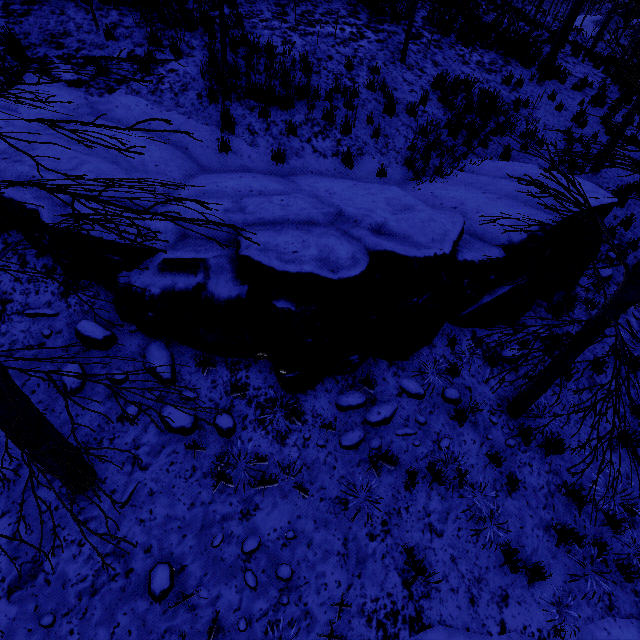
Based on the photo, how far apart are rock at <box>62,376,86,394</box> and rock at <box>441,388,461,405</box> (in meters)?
5.60

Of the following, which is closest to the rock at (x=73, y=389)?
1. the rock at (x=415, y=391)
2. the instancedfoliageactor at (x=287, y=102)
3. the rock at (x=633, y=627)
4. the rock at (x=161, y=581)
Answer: the rock at (x=161, y=581)

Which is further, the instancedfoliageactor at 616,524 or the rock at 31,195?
the instancedfoliageactor at 616,524

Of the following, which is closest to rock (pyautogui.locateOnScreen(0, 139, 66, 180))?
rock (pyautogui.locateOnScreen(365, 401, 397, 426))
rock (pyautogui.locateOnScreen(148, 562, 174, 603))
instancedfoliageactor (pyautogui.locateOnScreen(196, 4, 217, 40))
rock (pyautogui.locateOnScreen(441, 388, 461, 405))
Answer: rock (pyautogui.locateOnScreen(365, 401, 397, 426))

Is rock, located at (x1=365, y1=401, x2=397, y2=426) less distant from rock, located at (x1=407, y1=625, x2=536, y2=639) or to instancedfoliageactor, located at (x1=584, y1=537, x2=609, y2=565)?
rock, located at (x1=407, y1=625, x2=536, y2=639)

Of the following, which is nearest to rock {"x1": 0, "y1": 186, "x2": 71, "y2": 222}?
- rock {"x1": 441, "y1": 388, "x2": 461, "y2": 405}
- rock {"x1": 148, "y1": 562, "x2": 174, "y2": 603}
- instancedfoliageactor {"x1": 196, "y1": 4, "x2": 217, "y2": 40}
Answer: rock {"x1": 441, "y1": 388, "x2": 461, "y2": 405}

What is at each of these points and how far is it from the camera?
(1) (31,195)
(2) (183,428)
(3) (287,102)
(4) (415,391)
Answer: (1) rock, 4.6 meters
(2) rock, 4.5 meters
(3) instancedfoliageactor, 7.8 meters
(4) rock, 5.5 meters

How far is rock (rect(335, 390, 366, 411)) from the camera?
5.1 meters
